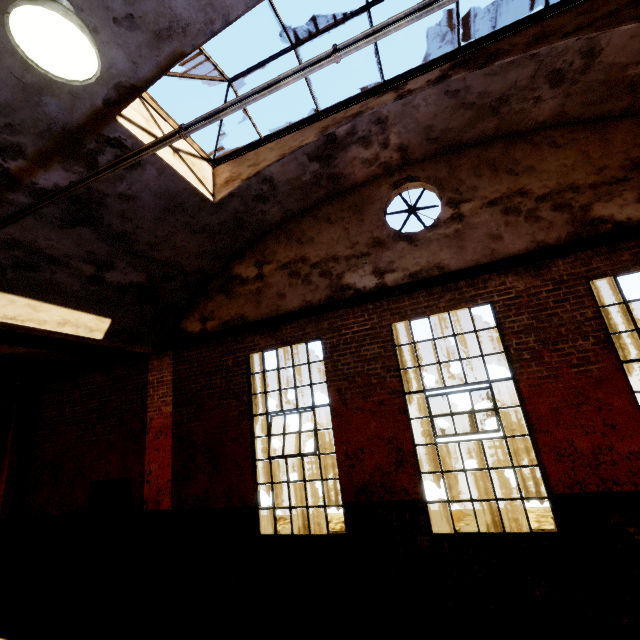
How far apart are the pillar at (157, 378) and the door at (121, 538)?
0.4m

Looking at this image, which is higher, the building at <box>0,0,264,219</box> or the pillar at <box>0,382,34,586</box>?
the building at <box>0,0,264,219</box>

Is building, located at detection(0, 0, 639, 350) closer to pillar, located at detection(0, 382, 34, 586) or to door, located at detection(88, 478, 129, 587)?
door, located at detection(88, 478, 129, 587)

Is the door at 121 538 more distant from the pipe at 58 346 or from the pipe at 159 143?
the pipe at 159 143

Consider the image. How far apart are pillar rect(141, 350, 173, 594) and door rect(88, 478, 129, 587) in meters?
0.4 m

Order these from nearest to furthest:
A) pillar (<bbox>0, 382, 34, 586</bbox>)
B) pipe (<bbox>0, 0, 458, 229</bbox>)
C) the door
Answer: pipe (<bbox>0, 0, 458, 229</bbox>) < the door < pillar (<bbox>0, 382, 34, 586</bbox>)

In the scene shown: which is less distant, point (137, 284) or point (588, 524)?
point (588, 524)

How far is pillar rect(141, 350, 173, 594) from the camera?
6.6 meters
